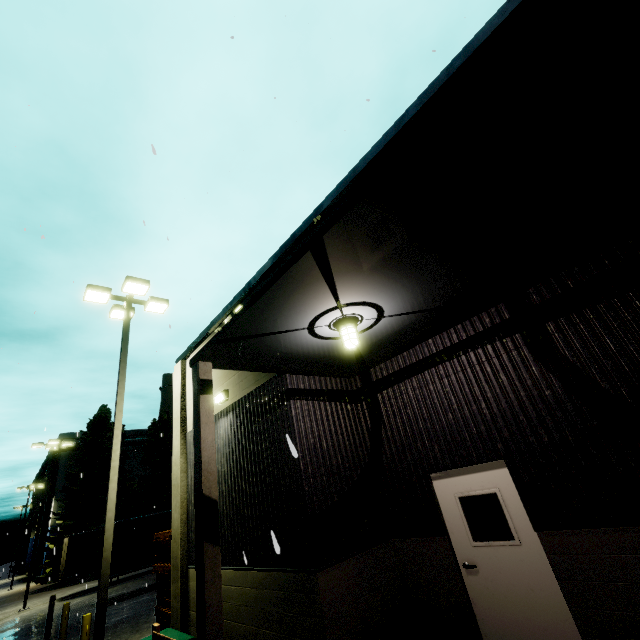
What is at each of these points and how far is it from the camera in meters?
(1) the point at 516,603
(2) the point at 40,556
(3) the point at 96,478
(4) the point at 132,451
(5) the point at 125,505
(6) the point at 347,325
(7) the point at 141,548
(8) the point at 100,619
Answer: (1) door, 4.9 m
(2) building, 43.1 m
(3) tree, 31.4 m
(4) building, 47.2 m
(5) tree, 30.9 m
(6) light, 4.9 m
(7) semi trailer, 17.6 m
(8) light, 7.1 m

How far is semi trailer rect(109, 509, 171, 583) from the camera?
16.8 meters

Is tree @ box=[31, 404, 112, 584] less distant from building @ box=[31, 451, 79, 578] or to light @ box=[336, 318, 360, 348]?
building @ box=[31, 451, 79, 578]

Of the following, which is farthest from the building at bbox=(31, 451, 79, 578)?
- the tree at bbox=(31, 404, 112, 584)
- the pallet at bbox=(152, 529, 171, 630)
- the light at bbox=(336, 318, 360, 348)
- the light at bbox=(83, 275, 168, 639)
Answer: → the light at bbox=(336, 318, 360, 348)

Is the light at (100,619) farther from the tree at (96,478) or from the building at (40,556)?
the building at (40,556)

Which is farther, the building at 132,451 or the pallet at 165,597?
the building at 132,451

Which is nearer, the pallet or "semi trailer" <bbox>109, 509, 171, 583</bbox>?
the pallet

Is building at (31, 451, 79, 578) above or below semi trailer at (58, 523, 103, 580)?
above
